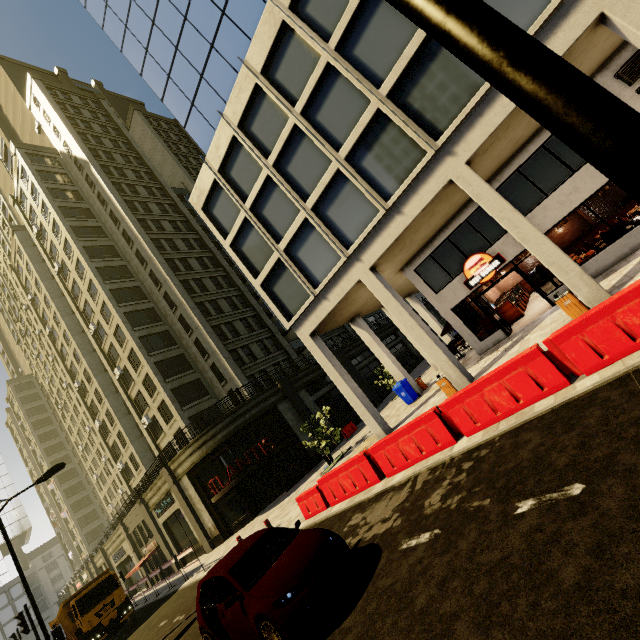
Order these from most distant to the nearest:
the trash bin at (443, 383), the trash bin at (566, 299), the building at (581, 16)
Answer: the trash bin at (443, 383) → the trash bin at (566, 299) → the building at (581, 16)

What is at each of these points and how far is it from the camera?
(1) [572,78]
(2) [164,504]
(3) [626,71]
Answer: (1) street light, 0.84m
(2) sign, 26.86m
(3) air conditioner, 11.10m

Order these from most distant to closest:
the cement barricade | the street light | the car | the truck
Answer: the truck → the cement barricade → the car → the street light

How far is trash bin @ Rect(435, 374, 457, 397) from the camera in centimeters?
1255cm

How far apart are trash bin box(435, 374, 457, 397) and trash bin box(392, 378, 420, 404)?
4.7 meters

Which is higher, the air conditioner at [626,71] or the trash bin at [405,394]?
the air conditioner at [626,71]

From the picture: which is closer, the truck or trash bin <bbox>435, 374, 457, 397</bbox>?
trash bin <bbox>435, 374, 457, 397</bbox>

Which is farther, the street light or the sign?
the sign
